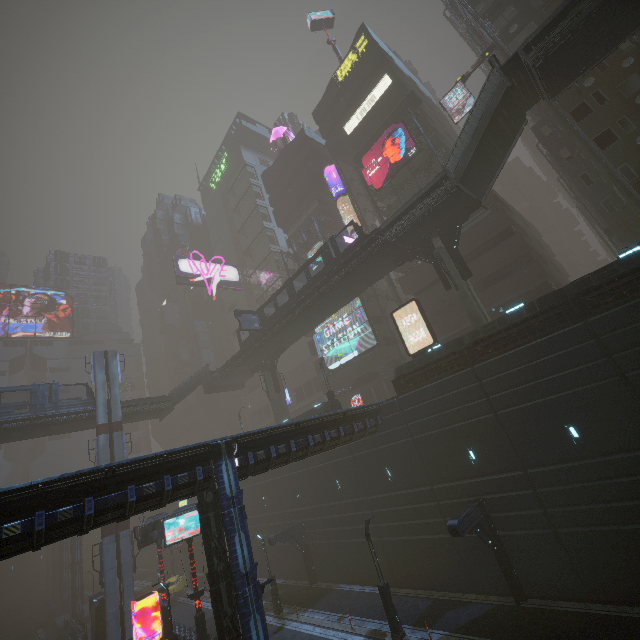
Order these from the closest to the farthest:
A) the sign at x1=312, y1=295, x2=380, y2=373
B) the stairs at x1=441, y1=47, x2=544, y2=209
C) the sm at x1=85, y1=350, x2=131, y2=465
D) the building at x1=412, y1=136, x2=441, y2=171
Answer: the stairs at x1=441, y1=47, x2=544, y2=209, the sm at x1=85, y1=350, x2=131, y2=465, the building at x1=412, y1=136, x2=441, y2=171, the sign at x1=312, y1=295, x2=380, y2=373

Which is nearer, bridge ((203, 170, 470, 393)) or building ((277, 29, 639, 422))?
building ((277, 29, 639, 422))

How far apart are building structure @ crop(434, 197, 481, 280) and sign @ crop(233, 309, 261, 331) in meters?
21.0 m

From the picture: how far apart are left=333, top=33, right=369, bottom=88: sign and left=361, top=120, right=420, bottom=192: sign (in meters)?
13.54

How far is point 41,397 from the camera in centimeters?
3125cm

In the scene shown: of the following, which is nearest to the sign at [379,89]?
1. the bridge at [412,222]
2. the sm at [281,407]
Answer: the bridge at [412,222]

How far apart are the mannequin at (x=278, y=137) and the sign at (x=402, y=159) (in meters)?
22.62

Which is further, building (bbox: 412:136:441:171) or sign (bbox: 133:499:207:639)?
building (bbox: 412:136:441:171)
